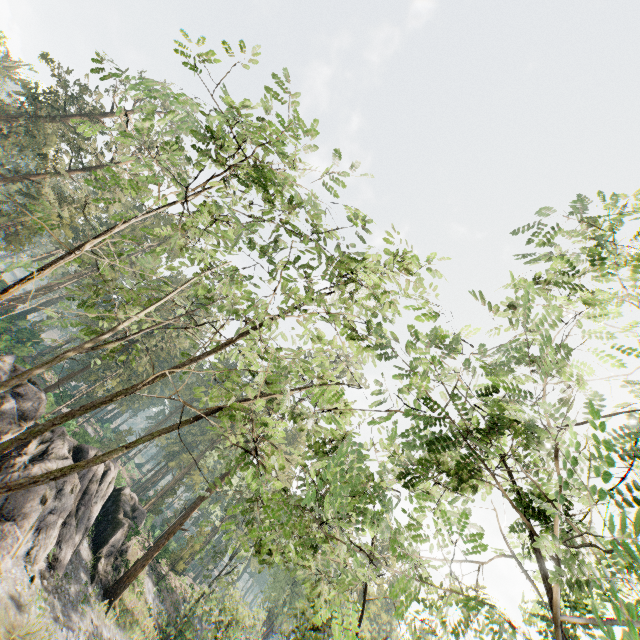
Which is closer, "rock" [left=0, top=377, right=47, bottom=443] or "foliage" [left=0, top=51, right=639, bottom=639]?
"foliage" [left=0, top=51, right=639, bottom=639]

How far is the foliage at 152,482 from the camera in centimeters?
5741cm

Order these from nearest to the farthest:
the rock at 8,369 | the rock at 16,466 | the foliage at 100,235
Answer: the foliage at 100,235
the rock at 16,466
the rock at 8,369

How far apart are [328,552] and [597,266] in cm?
6568

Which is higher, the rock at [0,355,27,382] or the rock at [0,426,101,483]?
the rock at [0,355,27,382]

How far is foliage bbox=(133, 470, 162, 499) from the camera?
57.4m

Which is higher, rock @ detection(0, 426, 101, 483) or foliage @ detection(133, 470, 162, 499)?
foliage @ detection(133, 470, 162, 499)
